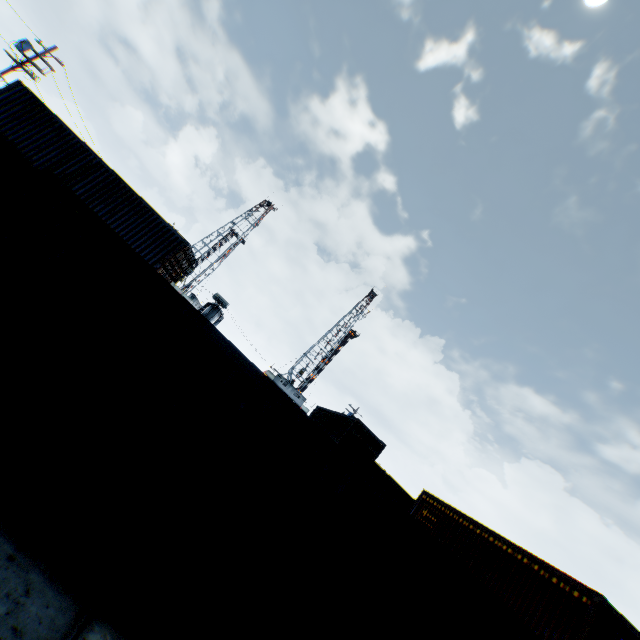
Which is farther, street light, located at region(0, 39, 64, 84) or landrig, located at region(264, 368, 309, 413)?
landrig, located at region(264, 368, 309, 413)

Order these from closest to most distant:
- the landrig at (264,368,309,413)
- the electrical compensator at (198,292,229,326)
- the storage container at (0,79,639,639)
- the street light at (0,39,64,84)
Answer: the storage container at (0,79,639,639) < the street light at (0,39,64,84) < the electrical compensator at (198,292,229,326) < the landrig at (264,368,309,413)

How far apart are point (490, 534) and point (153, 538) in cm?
1906

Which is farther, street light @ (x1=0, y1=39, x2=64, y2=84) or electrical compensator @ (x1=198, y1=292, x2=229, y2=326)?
electrical compensator @ (x1=198, y1=292, x2=229, y2=326)

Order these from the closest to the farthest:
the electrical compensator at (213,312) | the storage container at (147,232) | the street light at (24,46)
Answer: the storage container at (147,232) < the street light at (24,46) < the electrical compensator at (213,312)

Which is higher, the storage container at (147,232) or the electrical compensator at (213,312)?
the electrical compensator at (213,312)

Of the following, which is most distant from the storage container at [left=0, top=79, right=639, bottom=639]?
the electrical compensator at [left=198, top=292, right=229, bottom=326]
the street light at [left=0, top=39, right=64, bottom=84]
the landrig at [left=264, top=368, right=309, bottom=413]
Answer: the landrig at [left=264, top=368, right=309, bottom=413]

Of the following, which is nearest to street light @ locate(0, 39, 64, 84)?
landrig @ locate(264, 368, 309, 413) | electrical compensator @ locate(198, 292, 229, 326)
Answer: electrical compensator @ locate(198, 292, 229, 326)
